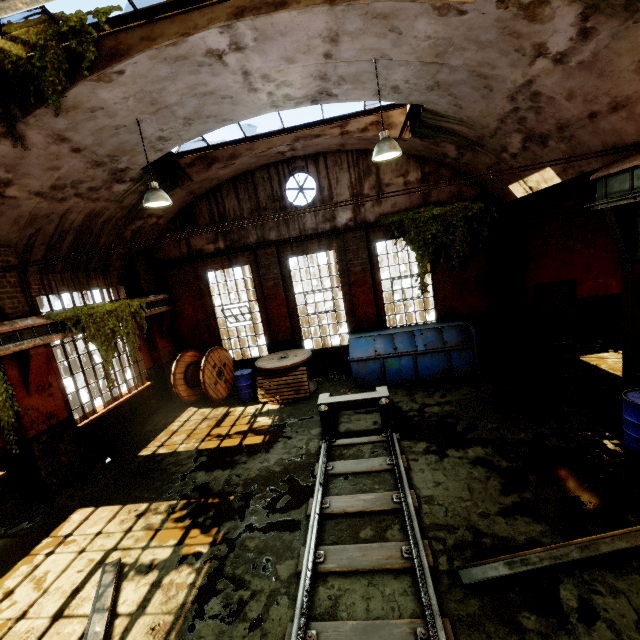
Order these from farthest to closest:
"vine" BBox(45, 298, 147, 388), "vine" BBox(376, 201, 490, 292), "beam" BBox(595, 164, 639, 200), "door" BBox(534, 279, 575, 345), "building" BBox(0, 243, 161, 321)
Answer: "door" BBox(534, 279, 575, 345)
"vine" BBox(376, 201, 490, 292)
"vine" BBox(45, 298, 147, 388)
"building" BBox(0, 243, 161, 321)
"beam" BBox(595, 164, 639, 200)

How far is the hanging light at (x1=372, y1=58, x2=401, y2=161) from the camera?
5.8m

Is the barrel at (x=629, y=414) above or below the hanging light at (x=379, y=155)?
below

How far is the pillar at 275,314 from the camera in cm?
1137

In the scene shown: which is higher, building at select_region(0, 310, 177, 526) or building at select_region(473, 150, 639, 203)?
building at select_region(473, 150, 639, 203)

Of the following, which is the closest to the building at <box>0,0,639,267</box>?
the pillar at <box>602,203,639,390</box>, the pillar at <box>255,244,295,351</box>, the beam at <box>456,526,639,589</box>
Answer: the pillar at <box>602,203,639,390</box>

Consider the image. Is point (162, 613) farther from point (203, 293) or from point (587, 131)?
point (587, 131)

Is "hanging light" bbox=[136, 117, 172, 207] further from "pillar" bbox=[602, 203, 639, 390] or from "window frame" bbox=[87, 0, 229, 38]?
"pillar" bbox=[602, 203, 639, 390]
